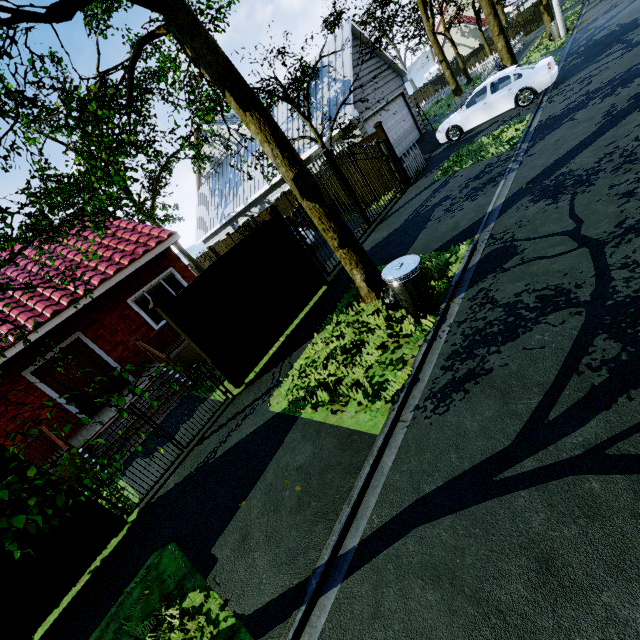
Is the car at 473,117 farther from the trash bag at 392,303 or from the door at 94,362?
the door at 94,362

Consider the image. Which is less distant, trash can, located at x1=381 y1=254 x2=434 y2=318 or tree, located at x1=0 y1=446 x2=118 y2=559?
tree, located at x1=0 y1=446 x2=118 y2=559

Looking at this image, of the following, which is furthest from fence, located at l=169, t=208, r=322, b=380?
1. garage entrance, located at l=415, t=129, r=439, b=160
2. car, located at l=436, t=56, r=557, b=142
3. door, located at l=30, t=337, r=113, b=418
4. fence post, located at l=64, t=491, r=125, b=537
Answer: fence post, located at l=64, t=491, r=125, b=537

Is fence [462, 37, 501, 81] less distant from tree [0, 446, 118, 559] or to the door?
tree [0, 446, 118, 559]

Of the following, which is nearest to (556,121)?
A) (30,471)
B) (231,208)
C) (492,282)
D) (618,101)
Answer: (618,101)

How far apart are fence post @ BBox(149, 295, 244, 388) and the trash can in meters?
3.9

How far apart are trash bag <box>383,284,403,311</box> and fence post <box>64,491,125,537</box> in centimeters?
603cm

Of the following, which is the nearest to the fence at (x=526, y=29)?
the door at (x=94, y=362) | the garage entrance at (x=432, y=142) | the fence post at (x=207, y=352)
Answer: the garage entrance at (x=432, y=142)
